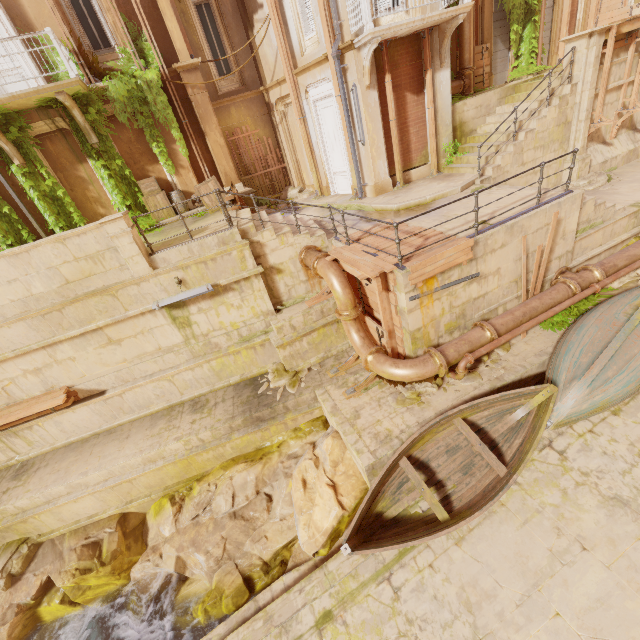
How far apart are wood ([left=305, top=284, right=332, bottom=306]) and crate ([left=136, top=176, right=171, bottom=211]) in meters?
6.7 m

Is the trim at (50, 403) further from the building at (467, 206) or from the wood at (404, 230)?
the building at (467, 206)

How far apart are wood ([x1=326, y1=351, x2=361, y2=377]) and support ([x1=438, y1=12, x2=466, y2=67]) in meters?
9.1 m

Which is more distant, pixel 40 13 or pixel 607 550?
pixel 40 13

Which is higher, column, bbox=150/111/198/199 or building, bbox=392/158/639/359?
column, bbox=150/111/198/199

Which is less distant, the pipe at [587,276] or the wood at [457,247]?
the wood at [457,247]

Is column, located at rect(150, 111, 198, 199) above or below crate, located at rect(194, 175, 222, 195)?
above

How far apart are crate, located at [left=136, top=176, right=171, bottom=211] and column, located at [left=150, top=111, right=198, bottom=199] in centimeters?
31cm
